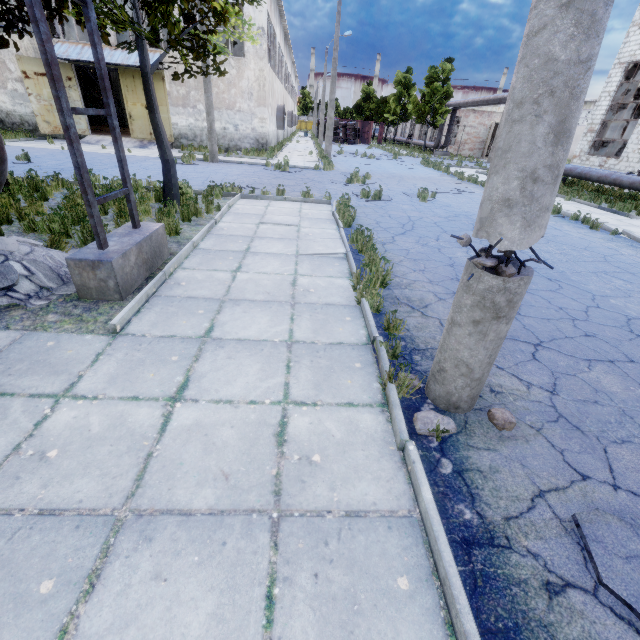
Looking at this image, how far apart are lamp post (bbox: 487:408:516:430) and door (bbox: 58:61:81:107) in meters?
28.2 m

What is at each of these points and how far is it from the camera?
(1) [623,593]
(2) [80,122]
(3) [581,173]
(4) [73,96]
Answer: (1) asphalt debris, 1.87m
(2) door, 21.30m
(3) pipe, 17.50m
(4) door, 20.55m

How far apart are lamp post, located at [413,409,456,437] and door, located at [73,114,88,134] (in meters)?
27.75

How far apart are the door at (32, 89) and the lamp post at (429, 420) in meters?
27.7

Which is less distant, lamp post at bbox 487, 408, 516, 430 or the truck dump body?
lamp post at bbox 487, 408, 516, 430

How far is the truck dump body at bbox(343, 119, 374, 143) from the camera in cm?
4904

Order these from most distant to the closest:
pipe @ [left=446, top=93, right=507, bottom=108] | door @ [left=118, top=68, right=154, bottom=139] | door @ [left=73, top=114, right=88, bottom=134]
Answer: pipe @ [left=446, top=93, right=507, bottom=108]
door @ [left=73, top=114, right=88, bottom=134]
door @ [left=118, top=68, right=154, bottom=139]

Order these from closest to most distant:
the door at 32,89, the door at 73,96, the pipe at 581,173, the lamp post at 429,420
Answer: the lamp post at 429,420, the pipe at 581,173, the door at 32,89, the door at 73,96
